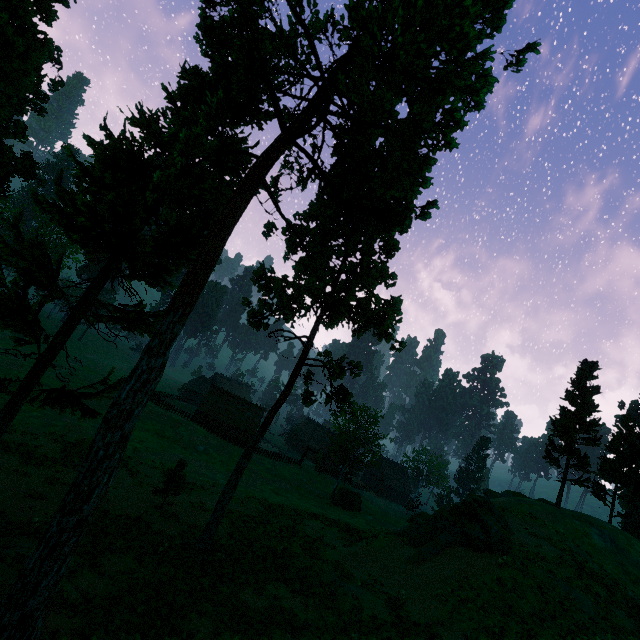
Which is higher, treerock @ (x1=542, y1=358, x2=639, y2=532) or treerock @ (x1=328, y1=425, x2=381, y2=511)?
treerock @ (x1=542, y1=358, x2=639, y2=532)

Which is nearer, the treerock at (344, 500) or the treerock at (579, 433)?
the treerock at (579, 433)

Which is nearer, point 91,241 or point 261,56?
point 261,56

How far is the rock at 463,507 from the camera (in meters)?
21.94

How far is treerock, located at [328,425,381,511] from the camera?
41.7 meters

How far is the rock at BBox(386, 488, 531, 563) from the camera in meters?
21.9

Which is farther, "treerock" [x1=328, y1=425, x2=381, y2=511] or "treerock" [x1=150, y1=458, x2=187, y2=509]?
"treerock" [x1=328, y1=425, x2=381, y2=511]
